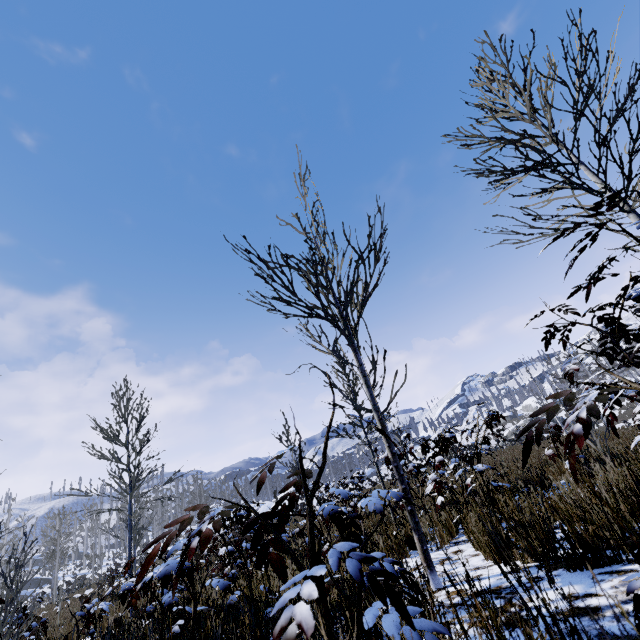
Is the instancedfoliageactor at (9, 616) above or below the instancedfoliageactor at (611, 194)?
below

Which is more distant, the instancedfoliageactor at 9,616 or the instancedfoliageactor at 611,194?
the instancedfoliageactor at 9,616

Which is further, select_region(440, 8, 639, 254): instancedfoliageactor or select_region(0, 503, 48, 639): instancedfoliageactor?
select_region(0, 503, 48, 639): instancedfoliageactor

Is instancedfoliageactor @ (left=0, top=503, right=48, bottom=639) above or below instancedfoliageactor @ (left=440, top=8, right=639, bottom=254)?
below

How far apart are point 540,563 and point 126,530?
57.3m
